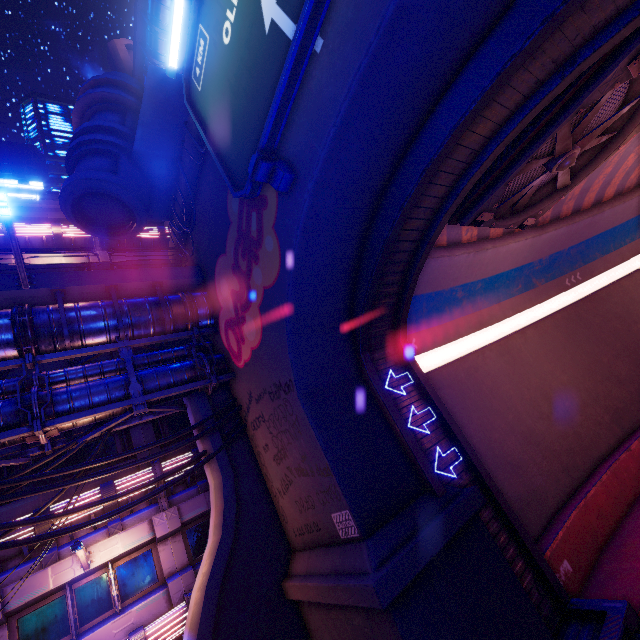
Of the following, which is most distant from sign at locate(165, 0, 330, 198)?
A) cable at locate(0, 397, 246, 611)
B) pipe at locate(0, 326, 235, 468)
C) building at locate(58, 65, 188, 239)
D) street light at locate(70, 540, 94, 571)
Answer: street light at locate(70, 540, 94, 571)

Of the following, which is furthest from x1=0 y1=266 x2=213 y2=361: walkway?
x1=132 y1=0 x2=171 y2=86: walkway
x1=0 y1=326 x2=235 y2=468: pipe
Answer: x1=132 y1=0 x2=171 y2=86: walkway

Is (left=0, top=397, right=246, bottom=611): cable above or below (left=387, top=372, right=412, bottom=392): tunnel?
above

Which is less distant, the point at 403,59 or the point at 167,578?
the point at 403,59

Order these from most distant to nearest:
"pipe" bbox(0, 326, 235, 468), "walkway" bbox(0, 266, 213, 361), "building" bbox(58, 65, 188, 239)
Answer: "building" bbox(58, 65, 188, 239) < "walkway" bbox(0, 266, 213, 361) < "pipe" bbox(0, 326, 235, 468)

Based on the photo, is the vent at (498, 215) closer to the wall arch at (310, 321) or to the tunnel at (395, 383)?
the tunnel at (395, 383)

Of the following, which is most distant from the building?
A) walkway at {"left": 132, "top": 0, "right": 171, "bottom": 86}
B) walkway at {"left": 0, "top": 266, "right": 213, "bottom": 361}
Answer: walkway at {"left": 132, "top": 0, "right": 171, "bottom": 86}

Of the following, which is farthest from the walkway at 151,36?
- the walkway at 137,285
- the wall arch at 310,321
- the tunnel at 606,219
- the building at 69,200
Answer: the tunnel at 606,219
